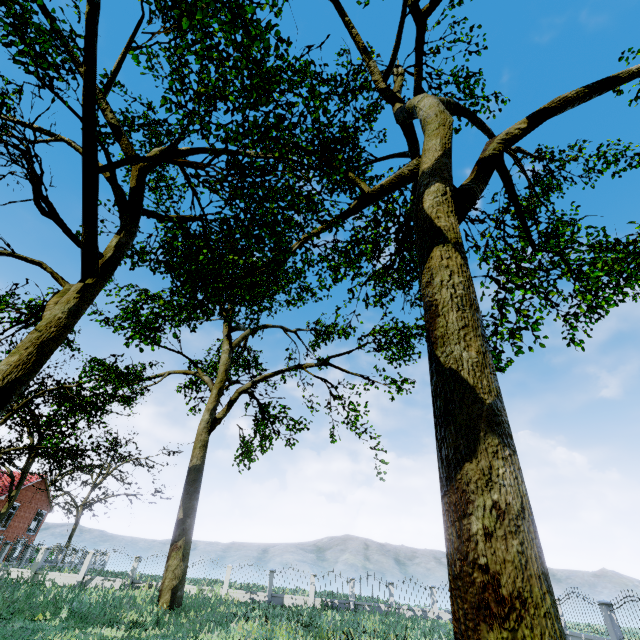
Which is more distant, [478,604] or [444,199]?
[444,199]

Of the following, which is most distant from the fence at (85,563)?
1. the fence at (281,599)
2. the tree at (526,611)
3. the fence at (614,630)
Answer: the fence at (614,630)

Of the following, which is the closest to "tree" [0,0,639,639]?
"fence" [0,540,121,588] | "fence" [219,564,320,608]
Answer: Result: "fence" [0,540,121,588]

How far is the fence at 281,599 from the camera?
22.50m

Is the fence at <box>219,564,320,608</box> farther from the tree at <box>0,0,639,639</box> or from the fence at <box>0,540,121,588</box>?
the tree at <box>0,0,639,639</box>

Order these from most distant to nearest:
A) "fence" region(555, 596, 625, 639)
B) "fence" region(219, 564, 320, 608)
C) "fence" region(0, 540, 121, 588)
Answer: "fence" region(219, 564, 320, 608)
"fence" region(0, 540, 121, 588)
"fence" region(555, 596, 625, 639)

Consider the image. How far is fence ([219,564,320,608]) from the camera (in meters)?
22.50

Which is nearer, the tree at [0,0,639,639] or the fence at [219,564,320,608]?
the tree at [0,0,639,639]
